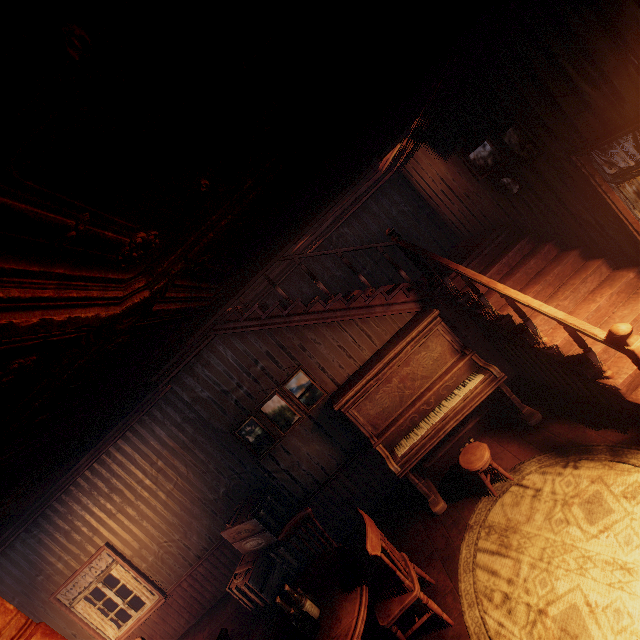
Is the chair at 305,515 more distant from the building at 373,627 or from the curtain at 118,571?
the curtain at 118,571

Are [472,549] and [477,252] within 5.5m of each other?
yes

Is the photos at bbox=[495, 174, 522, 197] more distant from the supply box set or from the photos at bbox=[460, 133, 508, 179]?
the supply box set

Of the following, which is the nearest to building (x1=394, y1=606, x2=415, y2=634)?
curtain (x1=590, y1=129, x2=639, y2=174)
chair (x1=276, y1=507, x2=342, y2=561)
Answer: curtain (x1=590, y1=129, x2=639, y2=174)

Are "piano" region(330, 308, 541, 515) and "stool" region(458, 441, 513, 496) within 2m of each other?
yes

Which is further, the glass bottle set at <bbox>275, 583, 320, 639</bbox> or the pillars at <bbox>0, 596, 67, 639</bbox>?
the glass bottle set at <bbox>275, 583, 320, 639</bbox>

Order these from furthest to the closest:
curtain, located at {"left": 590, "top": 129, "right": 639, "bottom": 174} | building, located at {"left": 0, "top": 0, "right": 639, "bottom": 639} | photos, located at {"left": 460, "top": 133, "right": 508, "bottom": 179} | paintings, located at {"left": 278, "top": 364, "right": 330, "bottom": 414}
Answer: paintings, located at {"left": 278, "top": 364, "right": 330, "bottom": 414} → photos, located at {"left": 460, "top": 133, "right": 508, "bottom": 179} → curtain, located at {"left": 590, "top": 129, "right": 639, "bottom": 174} → building, located at {"left": 0, "top": 0, "right": 639, "bottom": 639}

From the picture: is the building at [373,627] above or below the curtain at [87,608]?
below
